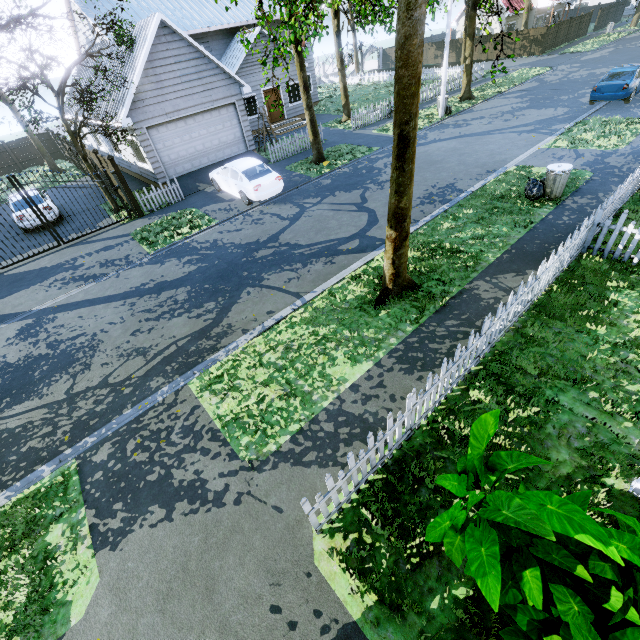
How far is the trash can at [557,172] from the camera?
9.57m

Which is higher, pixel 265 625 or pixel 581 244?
pixel 581 244

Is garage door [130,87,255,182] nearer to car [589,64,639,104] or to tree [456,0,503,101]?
tree [456,0,503,101]

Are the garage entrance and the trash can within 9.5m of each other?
no

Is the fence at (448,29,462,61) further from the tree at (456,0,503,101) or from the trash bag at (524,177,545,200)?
the trash bag at (524,177,545,200)

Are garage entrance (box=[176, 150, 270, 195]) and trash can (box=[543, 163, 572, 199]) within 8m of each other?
no

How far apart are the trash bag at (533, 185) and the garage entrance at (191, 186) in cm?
1323

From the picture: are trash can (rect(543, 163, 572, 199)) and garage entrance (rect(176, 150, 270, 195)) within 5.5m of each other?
no
